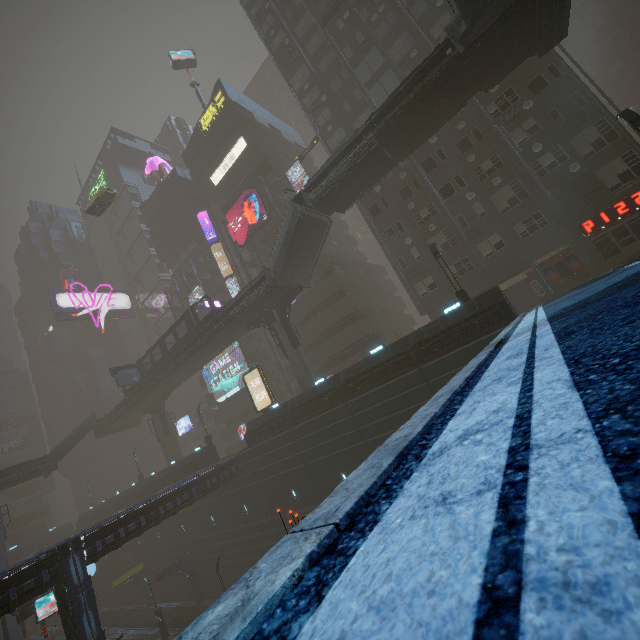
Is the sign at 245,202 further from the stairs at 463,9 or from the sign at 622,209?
the sign at 622,209

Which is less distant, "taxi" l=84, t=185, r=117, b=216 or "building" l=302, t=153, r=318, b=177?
"taxi" l=84, t=185, r=117, b=216

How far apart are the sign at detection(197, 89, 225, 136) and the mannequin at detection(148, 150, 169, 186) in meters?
13.2

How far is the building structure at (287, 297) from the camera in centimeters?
2935cm

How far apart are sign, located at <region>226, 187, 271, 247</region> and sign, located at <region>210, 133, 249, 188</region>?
5.6 meters

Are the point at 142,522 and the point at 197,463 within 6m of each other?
no

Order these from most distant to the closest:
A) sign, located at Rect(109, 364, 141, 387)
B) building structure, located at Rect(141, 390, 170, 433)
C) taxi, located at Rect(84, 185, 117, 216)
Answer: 1. building structure, located at Rect(141, 390, 170, 433)
2. sign, located at Rect(109, 364, 141, 387)
3. taxi, located at Rect(84, 185, 117, 216)

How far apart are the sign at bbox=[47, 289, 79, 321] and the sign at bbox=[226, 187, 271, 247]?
38.11m
